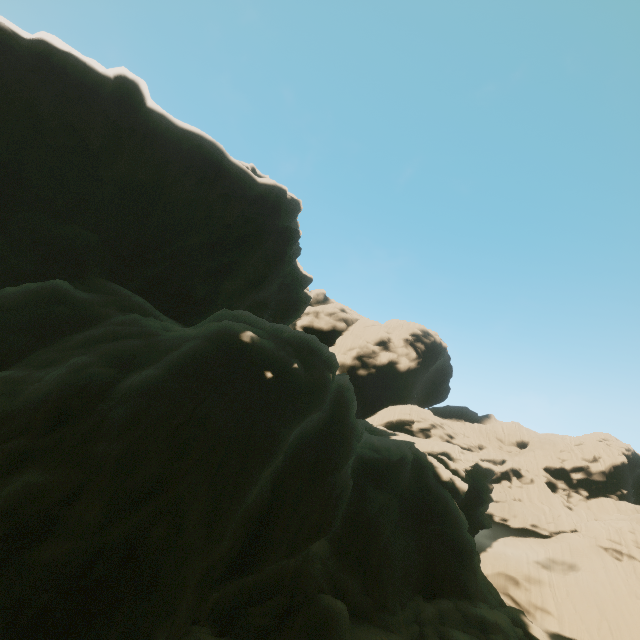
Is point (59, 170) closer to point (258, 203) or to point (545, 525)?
point (258, 203)
